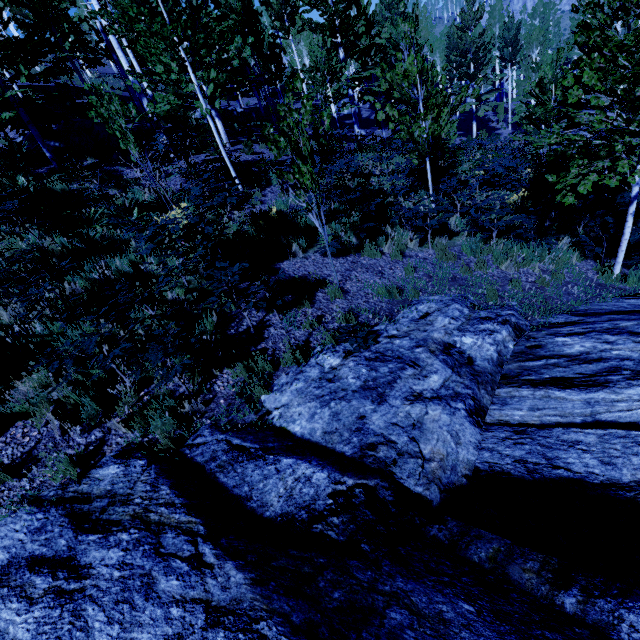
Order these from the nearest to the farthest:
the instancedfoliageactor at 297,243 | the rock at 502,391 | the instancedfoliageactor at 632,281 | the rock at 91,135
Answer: the rock at 502,391 → the instancedfoliageactor at 632,281 → the instancedfoliageactor at 297,243 → the rock at 91,135

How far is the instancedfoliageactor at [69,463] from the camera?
3.39m

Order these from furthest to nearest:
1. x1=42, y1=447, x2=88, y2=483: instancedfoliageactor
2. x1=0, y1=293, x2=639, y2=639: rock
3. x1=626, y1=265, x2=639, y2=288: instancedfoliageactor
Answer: x1=626, y1=265, x2=639, y2=288: instancedfoliageactor, x1=42, y1=447, x2=88, y2=483: instancedfoliageactor, x1=0, y1=293, x2=639, y2=639: rock

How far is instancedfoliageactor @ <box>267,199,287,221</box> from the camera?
7.3m

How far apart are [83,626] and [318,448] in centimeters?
210cm
